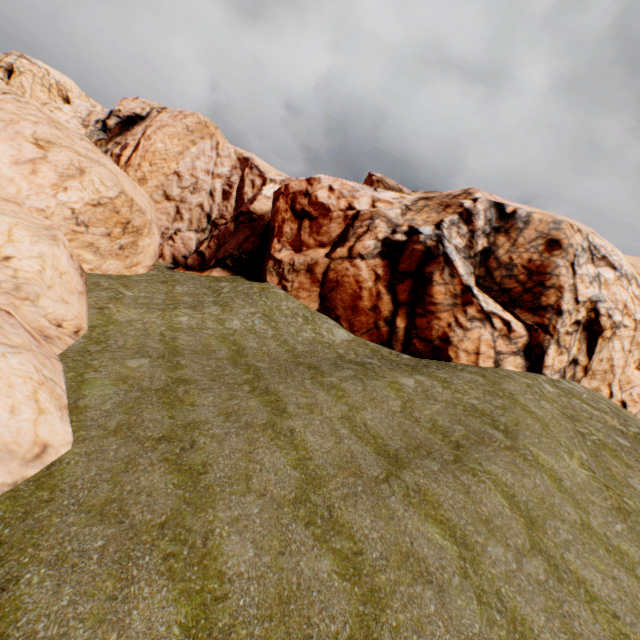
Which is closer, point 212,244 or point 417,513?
point 417,513
